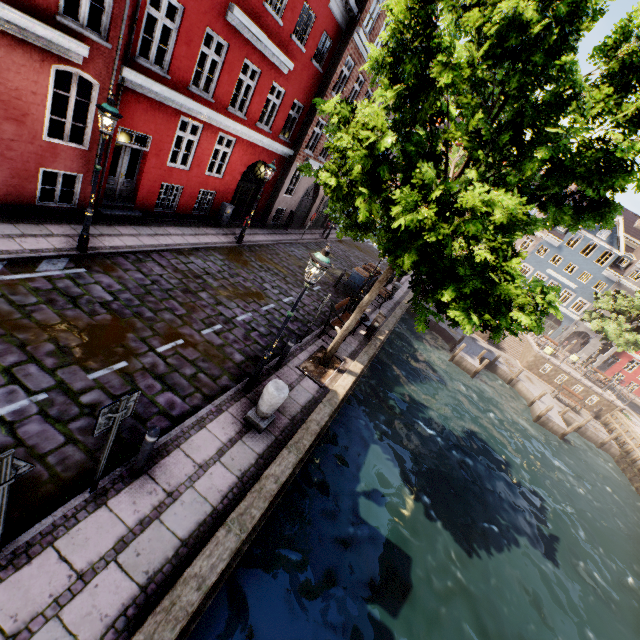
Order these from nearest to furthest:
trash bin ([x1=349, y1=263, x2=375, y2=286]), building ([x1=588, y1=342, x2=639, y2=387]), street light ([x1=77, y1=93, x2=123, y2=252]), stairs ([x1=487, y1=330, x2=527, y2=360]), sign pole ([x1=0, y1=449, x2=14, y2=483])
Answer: sign pole ([x1=0, y1=449, x2=14, y2=483]) < street light ([x1=77, y1=93, x2=123, y2=252]) < trash bin ([x1=349, y1=263, x2=375, y2=286]) < stairs ([x1=487, y1=330, x2=527, y2=360]) < building ([x1=588, y1=342, x2=639, y2=387])

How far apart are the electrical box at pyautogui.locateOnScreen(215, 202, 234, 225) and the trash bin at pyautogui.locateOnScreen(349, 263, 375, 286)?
6.62m

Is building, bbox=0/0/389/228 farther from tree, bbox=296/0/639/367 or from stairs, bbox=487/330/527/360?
stairs, bbox=487/330/527/360

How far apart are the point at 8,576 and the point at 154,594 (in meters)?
1.57

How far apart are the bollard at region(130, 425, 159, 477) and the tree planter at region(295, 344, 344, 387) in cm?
487

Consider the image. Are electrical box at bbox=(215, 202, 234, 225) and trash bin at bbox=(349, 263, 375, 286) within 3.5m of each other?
no

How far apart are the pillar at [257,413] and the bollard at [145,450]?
→ 2.2 meters

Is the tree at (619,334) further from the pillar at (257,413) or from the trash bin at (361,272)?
the trash bin at (361,272)
